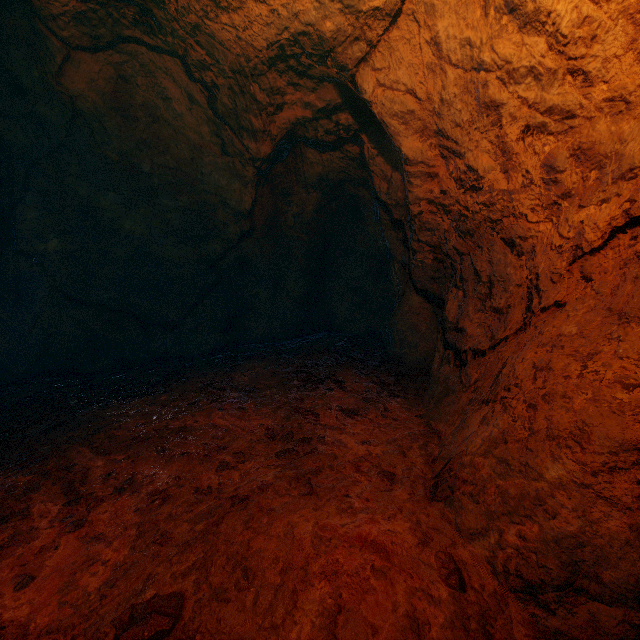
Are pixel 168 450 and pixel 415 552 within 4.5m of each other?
yes
